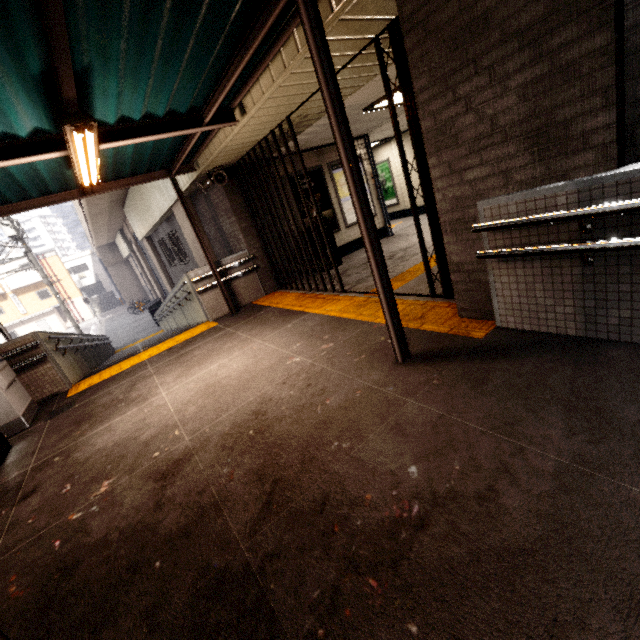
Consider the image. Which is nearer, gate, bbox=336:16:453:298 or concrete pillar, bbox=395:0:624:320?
concrete pillar, bbox=395:0:624:320

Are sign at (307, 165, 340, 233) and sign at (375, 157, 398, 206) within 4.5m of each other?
no

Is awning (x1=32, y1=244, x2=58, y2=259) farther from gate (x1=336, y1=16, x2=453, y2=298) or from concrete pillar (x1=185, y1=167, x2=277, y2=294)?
gate (x1=336, y1=16, x2=453, y2=298)

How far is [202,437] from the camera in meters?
3.0

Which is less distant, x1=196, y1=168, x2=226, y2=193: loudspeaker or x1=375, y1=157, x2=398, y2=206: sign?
x1=196, y1=168, x2=226, y2=193: loudspeaker

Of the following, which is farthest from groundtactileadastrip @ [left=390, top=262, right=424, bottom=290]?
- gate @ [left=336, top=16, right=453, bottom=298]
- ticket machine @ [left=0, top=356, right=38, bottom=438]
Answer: ticket machine @ [left=0, top=356, right=38, bottom=438]

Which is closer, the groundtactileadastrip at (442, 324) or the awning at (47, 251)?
the groundtactileadastrip at (442, 324)

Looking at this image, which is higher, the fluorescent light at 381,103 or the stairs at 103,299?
the fluorescent light at 381,103
